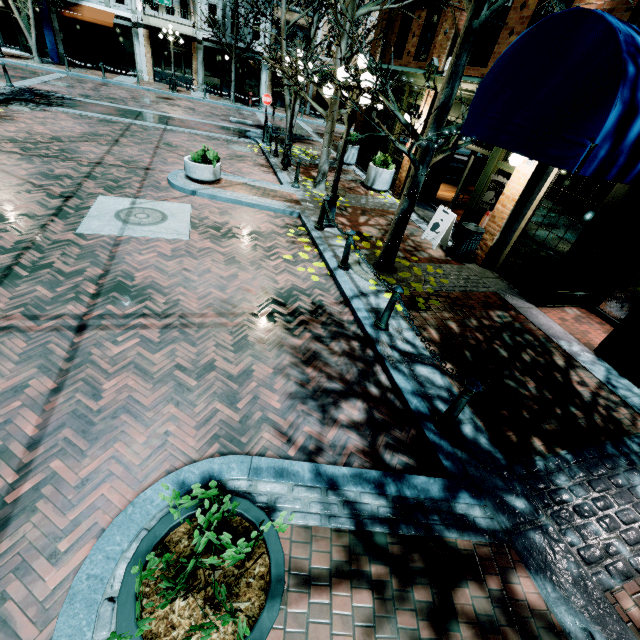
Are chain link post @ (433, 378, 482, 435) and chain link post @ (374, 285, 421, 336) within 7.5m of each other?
yes

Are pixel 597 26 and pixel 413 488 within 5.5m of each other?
yes

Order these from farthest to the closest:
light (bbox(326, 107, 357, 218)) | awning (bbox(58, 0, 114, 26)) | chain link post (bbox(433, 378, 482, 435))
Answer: awning (bbox(58, 0, 114, 26))
light (bbox(326, 107, 357, 218))
chain link post (bbox(433, 378, 482, 435))

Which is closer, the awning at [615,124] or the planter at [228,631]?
the planter at [228,631]

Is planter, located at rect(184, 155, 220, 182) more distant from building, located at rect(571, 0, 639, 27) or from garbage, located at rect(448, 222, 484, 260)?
garbage, located at rect(448, 222, 484, 260)

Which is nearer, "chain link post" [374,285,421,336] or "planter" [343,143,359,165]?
"chain link post" [374,285,421,336]

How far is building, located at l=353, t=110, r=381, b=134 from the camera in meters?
14.7

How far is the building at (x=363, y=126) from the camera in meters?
14.7
